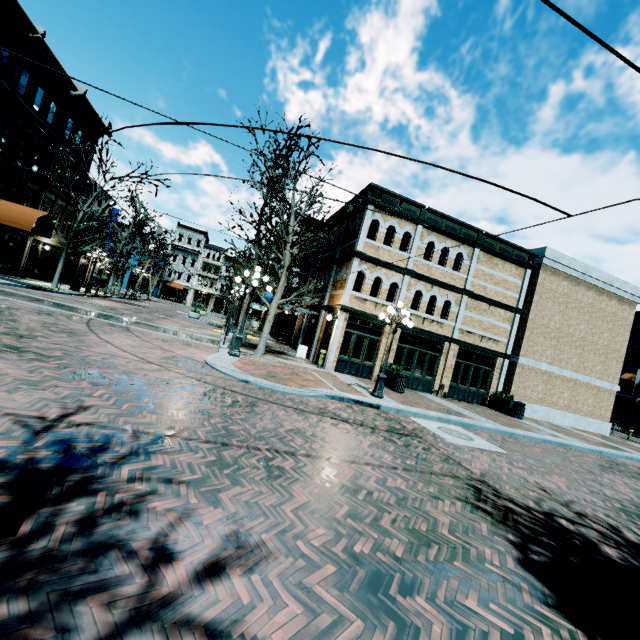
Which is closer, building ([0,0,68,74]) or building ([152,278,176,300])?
building ([0,0,68,74])

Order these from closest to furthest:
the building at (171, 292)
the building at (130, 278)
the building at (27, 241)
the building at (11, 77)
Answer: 1. the building at (11, 77)
2. the building at (27, 241)
3. the building at (130, 278)
4. the building at (171, 292)

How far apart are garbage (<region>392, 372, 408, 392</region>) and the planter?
6.9m

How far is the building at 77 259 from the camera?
30.2m

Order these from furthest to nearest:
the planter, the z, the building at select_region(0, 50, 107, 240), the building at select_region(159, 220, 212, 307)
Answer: the building at select_region(159, 220, 212, 307) < the building at select_region(0, 50, 107, 240) < the planter < the z

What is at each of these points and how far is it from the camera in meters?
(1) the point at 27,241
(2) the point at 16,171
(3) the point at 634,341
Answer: (1) building, 22.5
(2) banner, 19.4
(3) building, 36.6

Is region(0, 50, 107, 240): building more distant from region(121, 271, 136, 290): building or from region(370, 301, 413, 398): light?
region(121, 271, 136, 290): building

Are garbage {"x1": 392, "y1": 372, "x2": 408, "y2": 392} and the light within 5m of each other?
yes
